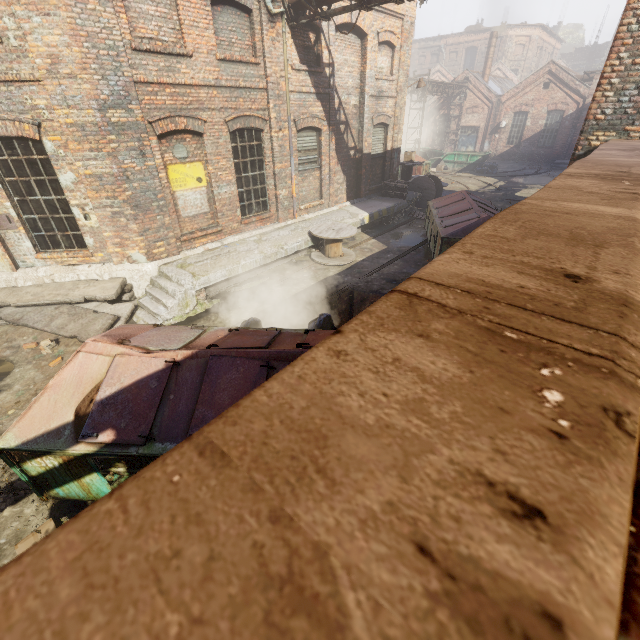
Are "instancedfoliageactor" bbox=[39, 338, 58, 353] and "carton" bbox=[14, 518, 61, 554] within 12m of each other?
yes

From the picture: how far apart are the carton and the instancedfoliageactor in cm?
448

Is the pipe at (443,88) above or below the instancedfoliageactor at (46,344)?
above

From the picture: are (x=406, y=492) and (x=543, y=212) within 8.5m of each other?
yes

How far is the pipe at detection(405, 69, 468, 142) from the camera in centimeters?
2491cm

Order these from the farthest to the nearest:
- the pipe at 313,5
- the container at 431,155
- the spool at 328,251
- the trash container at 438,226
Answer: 1. the container at 431,155
2. the spool at 328,251
3. the trash container at 438,226
4. the pipe at 313,5

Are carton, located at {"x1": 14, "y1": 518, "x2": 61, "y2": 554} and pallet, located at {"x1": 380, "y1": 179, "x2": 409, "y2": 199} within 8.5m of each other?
no

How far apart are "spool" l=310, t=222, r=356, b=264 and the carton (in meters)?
8.60
